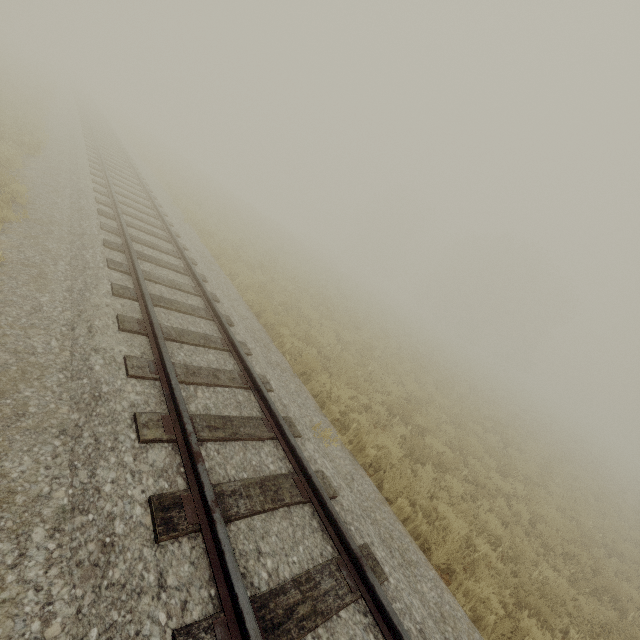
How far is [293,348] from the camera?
8.78m
